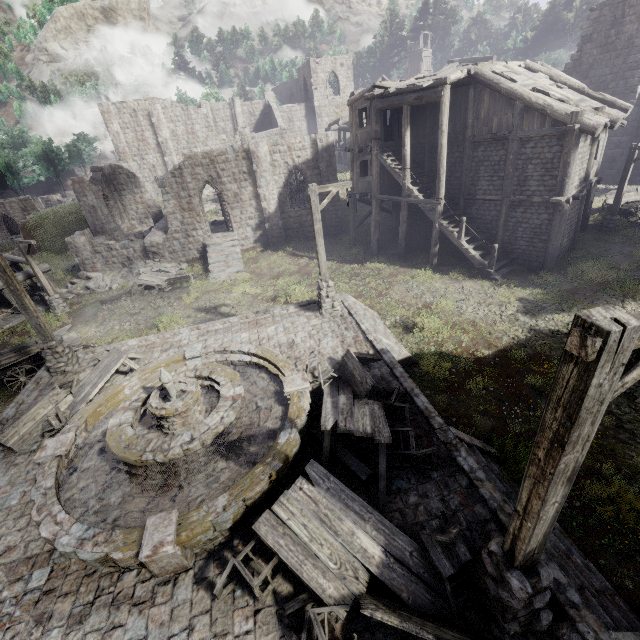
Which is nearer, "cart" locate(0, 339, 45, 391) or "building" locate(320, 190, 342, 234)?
"cart" locate(0, 339, 45, 391)

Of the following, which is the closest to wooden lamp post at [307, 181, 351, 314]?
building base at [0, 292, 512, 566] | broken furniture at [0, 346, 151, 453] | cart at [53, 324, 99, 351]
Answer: building base at [0, 292, 512, 566]

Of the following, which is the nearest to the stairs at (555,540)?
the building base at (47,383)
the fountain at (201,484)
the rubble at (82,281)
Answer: the building base at (47,383)

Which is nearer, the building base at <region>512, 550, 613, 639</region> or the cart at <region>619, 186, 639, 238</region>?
the building base at <region>512, 550, 613, 639</region>

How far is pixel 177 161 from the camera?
39.4m

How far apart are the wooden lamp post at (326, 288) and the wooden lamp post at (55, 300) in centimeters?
1636cm

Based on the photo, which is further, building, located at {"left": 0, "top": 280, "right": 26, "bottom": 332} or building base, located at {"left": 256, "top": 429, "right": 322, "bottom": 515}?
building, located at {"left": 0, "top": 280, "right": 26, "bottom": 332}

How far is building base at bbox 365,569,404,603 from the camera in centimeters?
491cm
